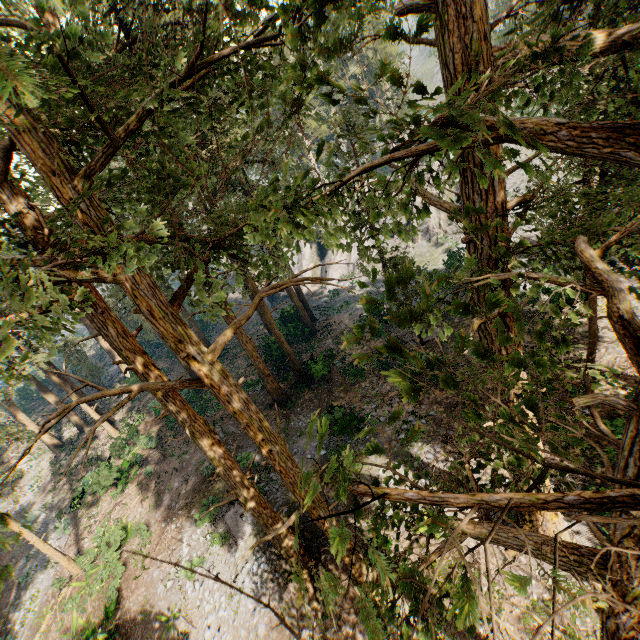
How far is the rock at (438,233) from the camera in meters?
34.9

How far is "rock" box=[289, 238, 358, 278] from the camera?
40.9m

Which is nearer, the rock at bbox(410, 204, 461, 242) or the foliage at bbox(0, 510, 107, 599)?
the foliage at bbox(0, 510, 107, 599)

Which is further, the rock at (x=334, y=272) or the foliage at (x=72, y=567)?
the rock at (x=334, y=272)

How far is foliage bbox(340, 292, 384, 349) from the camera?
1.87m

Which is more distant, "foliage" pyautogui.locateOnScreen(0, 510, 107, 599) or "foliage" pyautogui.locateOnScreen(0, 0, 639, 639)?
"foliage" pyautogui.locateOnScreen(0, 510, 107, 599)

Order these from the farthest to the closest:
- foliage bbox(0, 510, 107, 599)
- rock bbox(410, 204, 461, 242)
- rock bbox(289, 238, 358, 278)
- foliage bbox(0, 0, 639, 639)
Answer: rock bbox(289, 238, 358, 278) → rock bbox(410, 204, 461, 242) → foliage bbox(0, 510, 107, 599) → foliage bbox(0, 0, 639, 639)

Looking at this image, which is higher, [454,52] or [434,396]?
[454,52]
